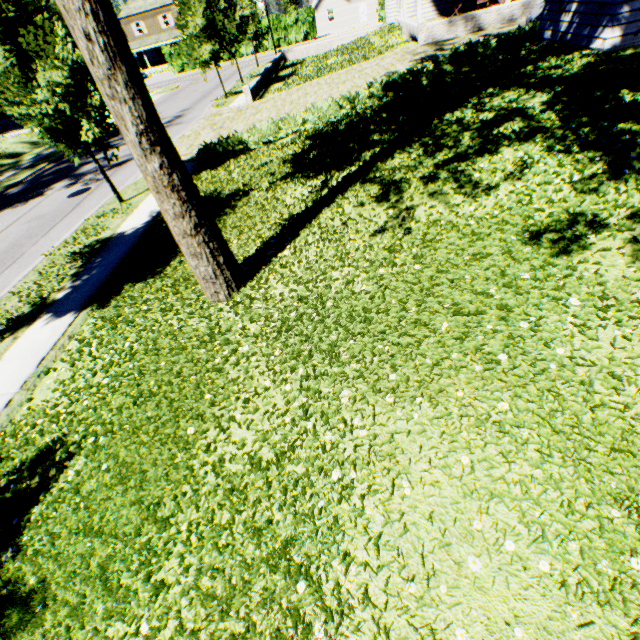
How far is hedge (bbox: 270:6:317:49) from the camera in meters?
43.5

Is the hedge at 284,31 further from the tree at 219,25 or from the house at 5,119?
the tree at 219,25

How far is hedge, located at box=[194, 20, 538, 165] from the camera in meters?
11.4 m

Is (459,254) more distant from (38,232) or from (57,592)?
(38,232)

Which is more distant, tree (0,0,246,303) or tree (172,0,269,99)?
tree (172,0,269,99)

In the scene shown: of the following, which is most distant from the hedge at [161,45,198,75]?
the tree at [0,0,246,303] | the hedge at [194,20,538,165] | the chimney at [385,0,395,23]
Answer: the hedge at [194,20,538,165]

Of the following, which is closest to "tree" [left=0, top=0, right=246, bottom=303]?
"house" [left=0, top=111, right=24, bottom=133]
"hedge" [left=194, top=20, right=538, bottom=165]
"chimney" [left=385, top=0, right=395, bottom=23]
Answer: "hedge" [left=194, top=20, right=538, bottom=165]

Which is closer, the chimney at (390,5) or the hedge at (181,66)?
the chimney at (390,5)
